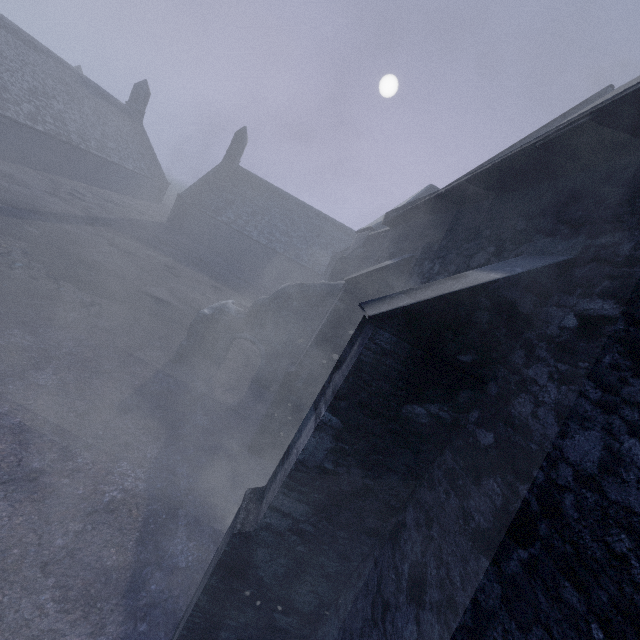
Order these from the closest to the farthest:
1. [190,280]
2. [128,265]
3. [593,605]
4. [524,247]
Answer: [593,605]
[524,247]
[128,265]
[190,280]

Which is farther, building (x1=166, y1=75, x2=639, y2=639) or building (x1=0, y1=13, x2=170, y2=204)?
Answer: building (x1=0, y1=13, x2=170, y2=204)

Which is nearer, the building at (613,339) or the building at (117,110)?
the building at (613,339)
